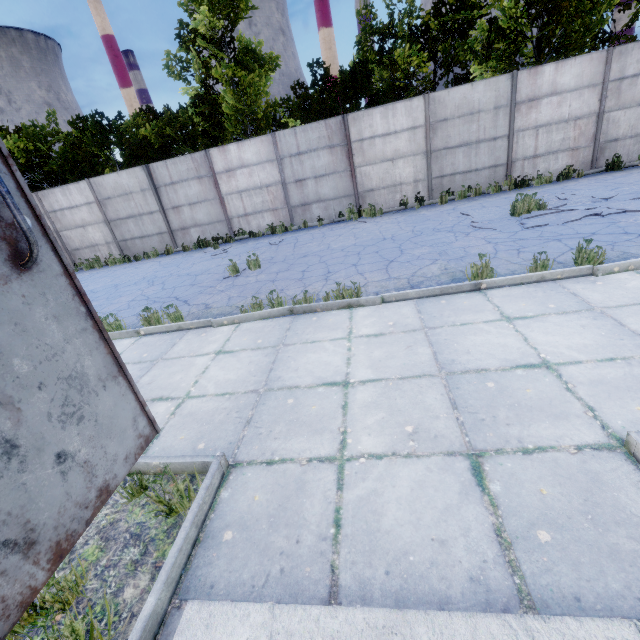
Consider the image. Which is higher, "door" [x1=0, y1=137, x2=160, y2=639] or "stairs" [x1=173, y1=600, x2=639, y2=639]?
"door" [x1=0, y1=137, x2=160, y2=639]

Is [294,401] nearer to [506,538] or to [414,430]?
[414,430]

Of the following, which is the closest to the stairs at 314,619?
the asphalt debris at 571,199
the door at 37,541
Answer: the door at 37,541

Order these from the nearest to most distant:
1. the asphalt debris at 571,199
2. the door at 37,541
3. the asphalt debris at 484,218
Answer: the door at 37,541
the asphalt debris at 571,199
the asphalt debris at 484,218

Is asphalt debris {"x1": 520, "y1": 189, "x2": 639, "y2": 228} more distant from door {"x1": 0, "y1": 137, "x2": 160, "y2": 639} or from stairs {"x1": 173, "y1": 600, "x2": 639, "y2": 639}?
door {"x1": 0, "y1": 137, "x2": 160, "y2": 639}

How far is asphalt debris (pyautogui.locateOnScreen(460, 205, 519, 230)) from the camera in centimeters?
777cm

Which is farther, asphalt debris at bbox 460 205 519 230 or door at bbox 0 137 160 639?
asphalt debris at bbox 460 205 519 230
